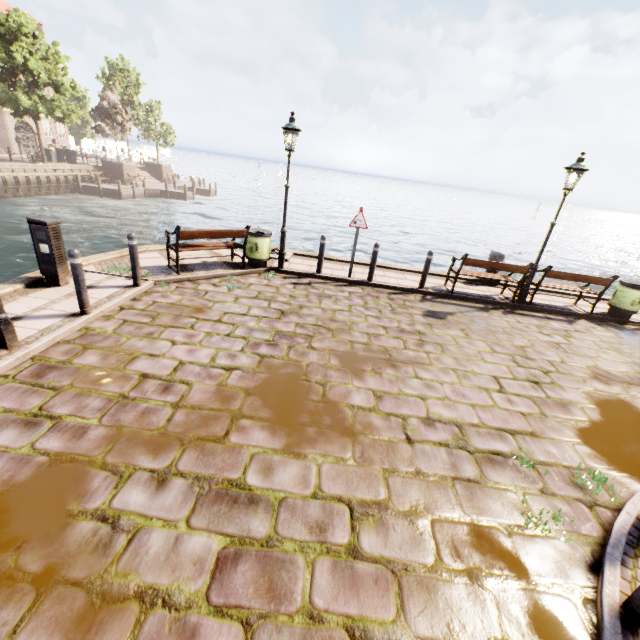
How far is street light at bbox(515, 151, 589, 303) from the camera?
7.6m

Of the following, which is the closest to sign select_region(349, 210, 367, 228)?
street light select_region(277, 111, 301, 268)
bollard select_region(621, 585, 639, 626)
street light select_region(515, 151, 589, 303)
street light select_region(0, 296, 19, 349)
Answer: street light select_region(277, 111, 301, 268)

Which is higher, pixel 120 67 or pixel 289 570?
pixel 120 67

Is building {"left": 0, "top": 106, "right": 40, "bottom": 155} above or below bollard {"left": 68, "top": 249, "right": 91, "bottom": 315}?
above

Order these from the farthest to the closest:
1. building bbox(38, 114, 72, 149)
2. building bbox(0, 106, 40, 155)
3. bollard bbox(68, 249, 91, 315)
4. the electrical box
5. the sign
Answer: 1. building bbox(38, 114, 72, 149)
2. building bbox(0, 106, 40, 155)
3. the sign
4. the electrical box
5. bollard bbox(68, 249, 91, 315)

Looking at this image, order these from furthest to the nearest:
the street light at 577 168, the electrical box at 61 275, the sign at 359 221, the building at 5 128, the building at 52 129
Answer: the building at 52 129
the building at 5 128
the sign at 359 221
the street light at 577 168
the electrical box at 61 275

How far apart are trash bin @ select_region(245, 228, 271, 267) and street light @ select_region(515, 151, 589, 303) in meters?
7.2

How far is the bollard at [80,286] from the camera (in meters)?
5.04
